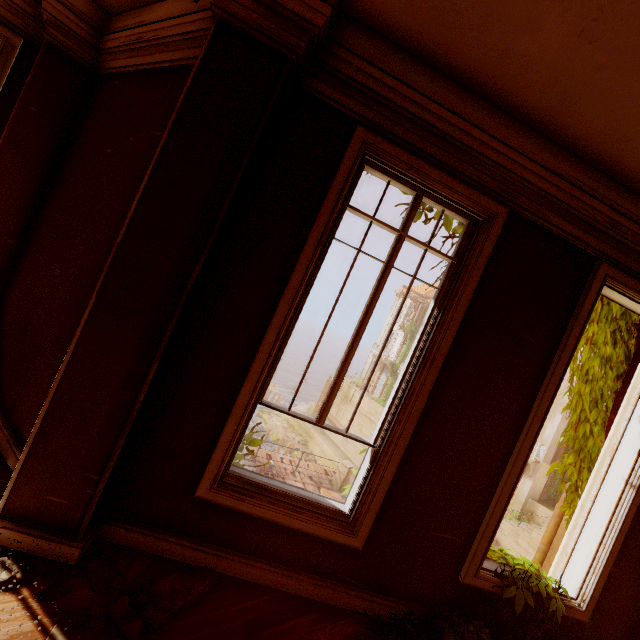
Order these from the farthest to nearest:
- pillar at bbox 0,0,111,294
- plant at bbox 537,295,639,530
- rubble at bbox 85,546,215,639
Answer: plant at bbox 537,295,639,530 < pillar at bbox 0,0,111,294 < rubble at bbox 85,546,215,639

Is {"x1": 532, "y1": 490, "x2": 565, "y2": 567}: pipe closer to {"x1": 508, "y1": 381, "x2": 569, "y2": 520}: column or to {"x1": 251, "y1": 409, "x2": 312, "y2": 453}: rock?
{"x1": 251, "y1": 409, "x2": 312, "y2": 453}: rock

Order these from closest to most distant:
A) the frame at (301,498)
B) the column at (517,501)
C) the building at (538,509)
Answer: the frame at (301,498) → the building at (538,509) → the column at (517,501)

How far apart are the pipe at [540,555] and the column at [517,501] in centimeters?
2020cm

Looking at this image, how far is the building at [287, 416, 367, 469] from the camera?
29.2m

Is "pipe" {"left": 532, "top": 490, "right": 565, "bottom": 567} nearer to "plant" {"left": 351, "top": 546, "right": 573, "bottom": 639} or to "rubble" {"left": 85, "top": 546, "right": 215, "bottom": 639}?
"plant" {"left": 351, "top": 546, "right": 573, "bottom": 639}

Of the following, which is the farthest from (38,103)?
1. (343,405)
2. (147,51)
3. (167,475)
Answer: (343,405)

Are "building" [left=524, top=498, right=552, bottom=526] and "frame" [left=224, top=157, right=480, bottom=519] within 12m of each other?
no
